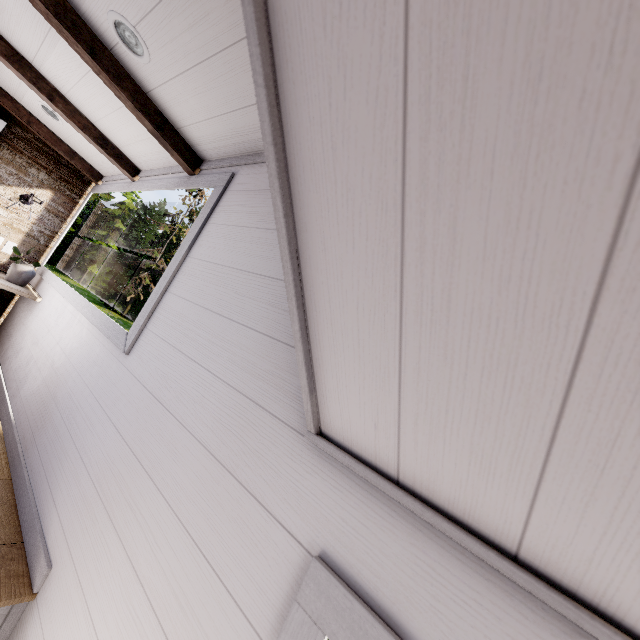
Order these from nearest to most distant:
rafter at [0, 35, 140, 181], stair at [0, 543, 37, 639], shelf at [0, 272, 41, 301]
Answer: stair at [0, 543, 37, 639]
rafter at [0, 35, 140, 181]
shelf at [0, 272, 41, 301]

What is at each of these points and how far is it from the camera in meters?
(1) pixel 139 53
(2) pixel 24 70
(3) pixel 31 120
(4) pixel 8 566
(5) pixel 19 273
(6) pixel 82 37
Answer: (1) lamp, 1.6 m
(2) rafter, 2.2 m
(3) rafter, 3.1 m
(4) stair, 1.3 m
(5) plant, 3.1 m
(6) rafter, 1.6 m

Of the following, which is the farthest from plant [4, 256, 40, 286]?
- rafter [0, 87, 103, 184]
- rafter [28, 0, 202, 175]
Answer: rafter [28, 0, 202, 175]

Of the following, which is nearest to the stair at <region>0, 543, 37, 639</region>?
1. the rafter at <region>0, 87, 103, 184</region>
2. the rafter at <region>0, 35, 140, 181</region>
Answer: the rafter at <region>0, 35, 140, 181</region>

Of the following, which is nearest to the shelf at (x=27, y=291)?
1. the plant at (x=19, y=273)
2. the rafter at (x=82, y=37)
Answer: the plant at (x=19, y=273)

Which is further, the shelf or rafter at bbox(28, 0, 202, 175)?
the shelf

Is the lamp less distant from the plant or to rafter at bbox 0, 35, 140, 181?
rafter at bbox 0, 35, 140, 181

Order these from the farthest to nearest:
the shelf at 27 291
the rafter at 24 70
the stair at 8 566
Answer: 1. the shelf at 27 291
2. the rafter at 24 70
3. the stair at 8 566
